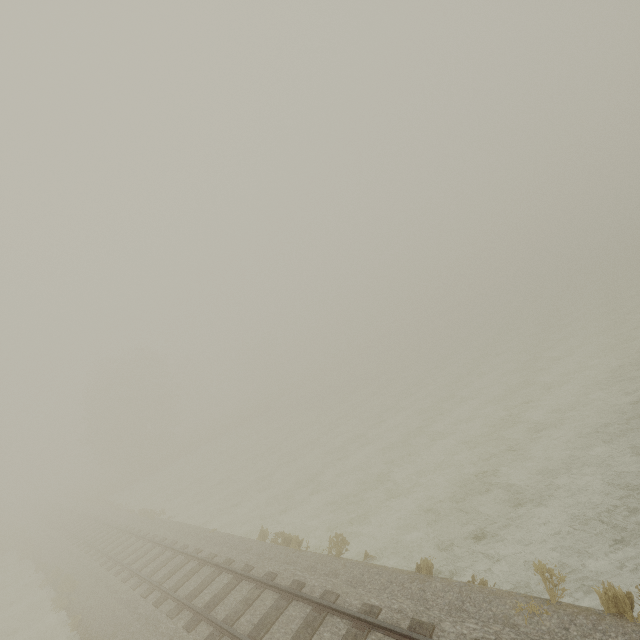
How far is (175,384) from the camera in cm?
5097
